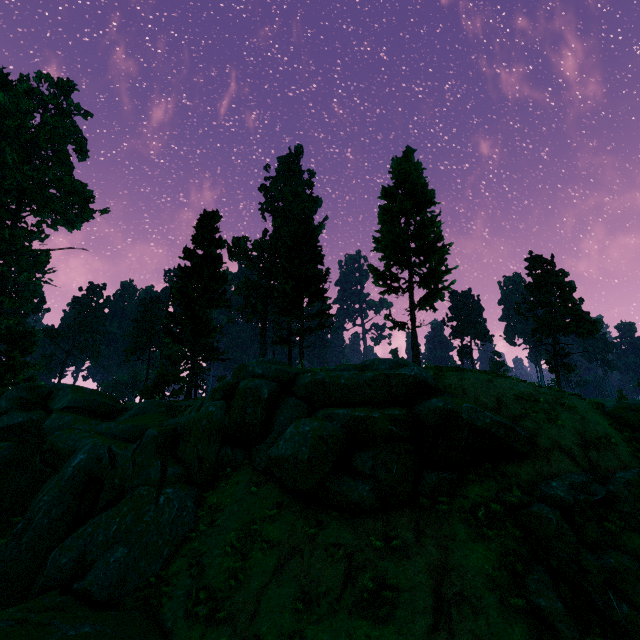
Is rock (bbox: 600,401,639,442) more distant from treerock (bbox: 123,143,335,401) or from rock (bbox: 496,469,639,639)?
treerock (bbox: 123,143,335,401)

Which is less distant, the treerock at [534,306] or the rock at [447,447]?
the rock at [447,447]

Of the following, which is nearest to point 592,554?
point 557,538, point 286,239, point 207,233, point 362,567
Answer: point 557,538

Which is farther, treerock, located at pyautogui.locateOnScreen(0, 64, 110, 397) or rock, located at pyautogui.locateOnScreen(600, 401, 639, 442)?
treerock, located at pyautogui.locateOnScreen(0, 64, 110, 397)

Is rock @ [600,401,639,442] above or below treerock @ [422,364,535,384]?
below

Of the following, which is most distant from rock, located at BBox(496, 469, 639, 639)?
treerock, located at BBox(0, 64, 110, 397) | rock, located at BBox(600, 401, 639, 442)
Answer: treerock, located at BBox(0, 64, 110, 397)

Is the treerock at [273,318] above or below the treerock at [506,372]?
above
